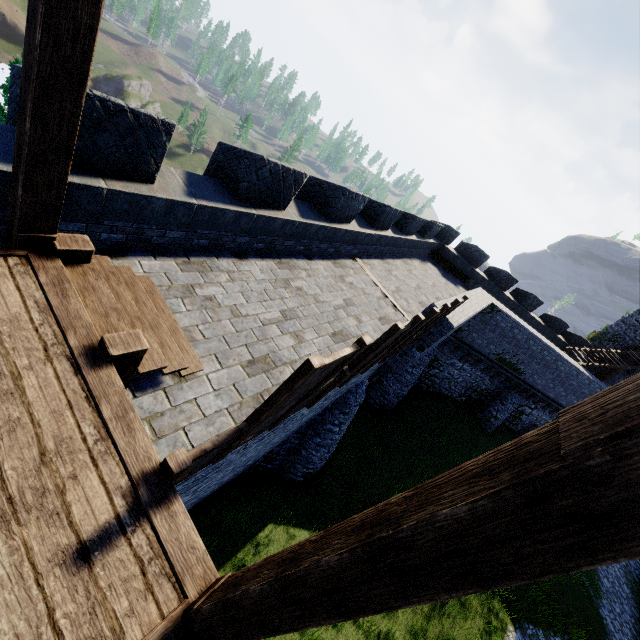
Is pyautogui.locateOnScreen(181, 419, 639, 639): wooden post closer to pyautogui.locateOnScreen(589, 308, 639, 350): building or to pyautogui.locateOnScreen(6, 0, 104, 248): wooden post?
pyautogui.locateOnScreen(6, 0, 104, 248): wooden post

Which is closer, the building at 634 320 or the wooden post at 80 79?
the wooden post at 80 79

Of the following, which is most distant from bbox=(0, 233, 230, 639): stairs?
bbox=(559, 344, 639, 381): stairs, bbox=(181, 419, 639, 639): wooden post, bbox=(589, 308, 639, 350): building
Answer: bbox=(589, 308, 639, 350): building

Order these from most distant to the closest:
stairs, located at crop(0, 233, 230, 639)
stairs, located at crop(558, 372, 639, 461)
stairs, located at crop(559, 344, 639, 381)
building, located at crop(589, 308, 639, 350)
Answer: building, located at crop(589, 308, 639, 350) < stairs, located at crop(559, 344, 639, 381) < stairs, located at crop(0, 233, 230, 639) < stairs, located at crop(558, 372, 639, 461)

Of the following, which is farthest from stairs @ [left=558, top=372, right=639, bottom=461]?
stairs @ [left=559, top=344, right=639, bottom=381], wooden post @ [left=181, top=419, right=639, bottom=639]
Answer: stairs @ [left=559, top=344, right=639, bottom=381]

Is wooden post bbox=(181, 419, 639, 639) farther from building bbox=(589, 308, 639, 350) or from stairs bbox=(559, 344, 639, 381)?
building bbox=(589, 308, 639, 350)

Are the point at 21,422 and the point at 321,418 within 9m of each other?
no

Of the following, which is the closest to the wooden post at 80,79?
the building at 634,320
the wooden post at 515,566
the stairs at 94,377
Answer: the stairs at 94,377
